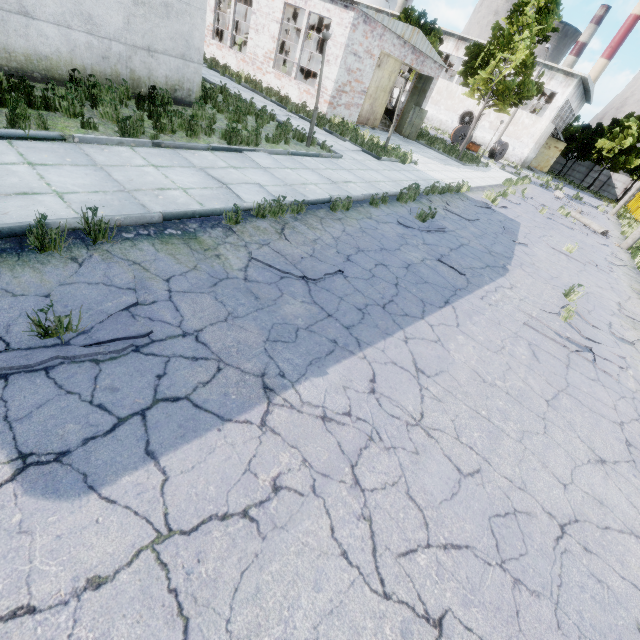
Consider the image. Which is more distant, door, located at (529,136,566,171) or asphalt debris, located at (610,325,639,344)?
door, located at (529,136,566,171)

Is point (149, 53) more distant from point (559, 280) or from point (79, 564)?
point (559, 280)

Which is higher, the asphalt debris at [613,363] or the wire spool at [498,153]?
the wire spool at [498,153]

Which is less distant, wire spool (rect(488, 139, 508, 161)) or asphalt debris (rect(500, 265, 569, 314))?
asphalt debris (rect(500, 265, 569, 314))

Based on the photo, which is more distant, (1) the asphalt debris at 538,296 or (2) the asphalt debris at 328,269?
(1) the asphalt debris at 538,296

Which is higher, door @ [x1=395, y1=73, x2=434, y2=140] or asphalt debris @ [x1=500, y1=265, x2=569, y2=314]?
door @ [x1=395, y1=73, x2=434, y2=140]

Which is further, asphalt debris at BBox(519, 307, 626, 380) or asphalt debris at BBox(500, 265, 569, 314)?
asphalt debris at BBox(500, 265, 569, 314)

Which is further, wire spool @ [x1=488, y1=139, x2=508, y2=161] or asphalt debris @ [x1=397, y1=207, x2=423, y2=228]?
wire spool @ [x1=488, y1=139, x2=508, y2=161]
